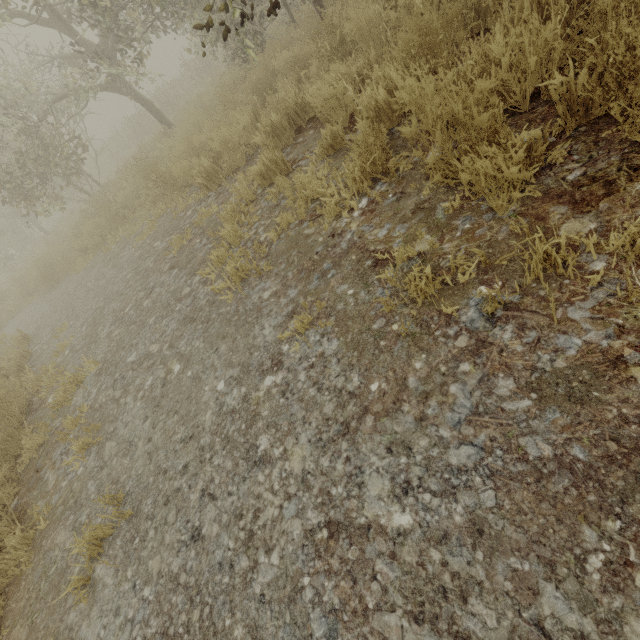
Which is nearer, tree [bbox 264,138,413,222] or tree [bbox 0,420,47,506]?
tree [bbox 264,138,413,222]

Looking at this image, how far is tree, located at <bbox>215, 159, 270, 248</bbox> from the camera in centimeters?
364cm

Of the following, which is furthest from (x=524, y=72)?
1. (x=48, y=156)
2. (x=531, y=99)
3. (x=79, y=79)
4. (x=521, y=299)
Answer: (x=79, y=79)

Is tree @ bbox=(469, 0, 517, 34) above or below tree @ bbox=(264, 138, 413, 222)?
above

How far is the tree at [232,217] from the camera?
3.6m

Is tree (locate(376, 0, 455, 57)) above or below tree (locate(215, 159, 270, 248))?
above

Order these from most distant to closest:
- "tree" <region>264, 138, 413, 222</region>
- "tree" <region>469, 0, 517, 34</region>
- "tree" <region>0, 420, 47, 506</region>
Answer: "tree" <region>0, 420, 47, 506</region> → "tree" <region>264, 138, 413, 222</region> → "tree" <region>469, 0, 517, 34</region>

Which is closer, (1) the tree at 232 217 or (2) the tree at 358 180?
(2) the tree at 358 180
